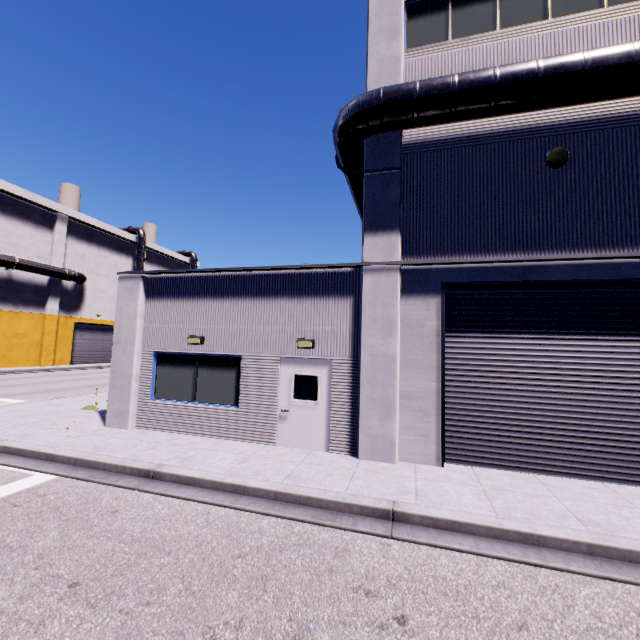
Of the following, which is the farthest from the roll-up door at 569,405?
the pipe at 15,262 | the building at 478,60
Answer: the pipe at 15,262

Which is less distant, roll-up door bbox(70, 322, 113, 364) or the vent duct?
the vent duct

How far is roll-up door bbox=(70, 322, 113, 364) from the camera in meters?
33.9

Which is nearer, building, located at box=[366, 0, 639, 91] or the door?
building, located at box=[366, 0, 639, 91]

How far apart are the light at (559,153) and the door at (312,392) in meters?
6.9

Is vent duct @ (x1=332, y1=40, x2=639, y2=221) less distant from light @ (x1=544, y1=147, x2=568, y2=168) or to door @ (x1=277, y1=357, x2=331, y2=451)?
light @ (x1=544, y1=147, x2=568, y2=168)

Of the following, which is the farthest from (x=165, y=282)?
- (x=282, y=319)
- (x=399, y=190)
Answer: (x=399, y=190)

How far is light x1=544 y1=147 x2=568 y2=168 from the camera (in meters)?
7.37
